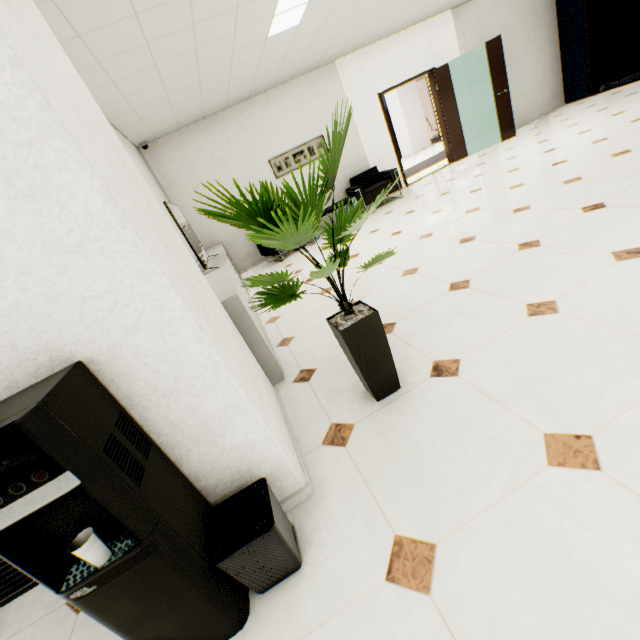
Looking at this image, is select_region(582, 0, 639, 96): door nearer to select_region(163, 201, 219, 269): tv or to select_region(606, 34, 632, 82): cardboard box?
select_region(606, 34, 632, 82): cardboard box

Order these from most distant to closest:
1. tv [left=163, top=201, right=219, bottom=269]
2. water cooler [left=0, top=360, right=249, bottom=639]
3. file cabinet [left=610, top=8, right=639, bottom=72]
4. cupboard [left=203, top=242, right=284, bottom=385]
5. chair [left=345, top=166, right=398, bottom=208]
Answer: file cabinet [left=610, top=8, right=639, bottom=72]
chair [left=345, top=166, right=398, bottom=208]
tv [left=163, top=201, right=219, bottom=269]
cupboard [left=203, top=242, right=284, bottom=385]
water cooler [left=0, top=360, right=249, bottom=639]

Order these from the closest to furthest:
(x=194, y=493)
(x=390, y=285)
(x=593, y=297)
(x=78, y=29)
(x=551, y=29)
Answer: (x=194, y=493)
(x=593, y=297)
(x=78, y=29)
(x=390, y=285)
(x=551, y=29)

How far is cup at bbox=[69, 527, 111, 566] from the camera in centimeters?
92cm

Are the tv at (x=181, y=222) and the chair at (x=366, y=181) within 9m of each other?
yes

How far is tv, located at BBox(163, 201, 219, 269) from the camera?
3.5m

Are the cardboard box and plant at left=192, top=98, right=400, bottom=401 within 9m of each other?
no

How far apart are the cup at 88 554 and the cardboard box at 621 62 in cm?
1329
